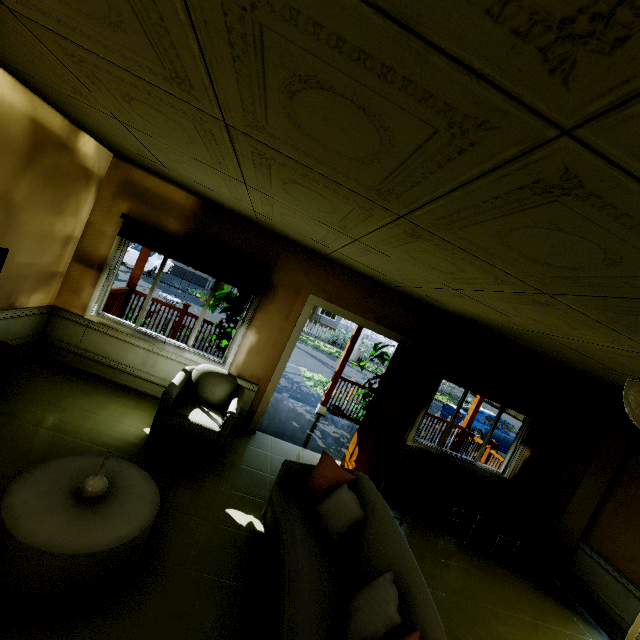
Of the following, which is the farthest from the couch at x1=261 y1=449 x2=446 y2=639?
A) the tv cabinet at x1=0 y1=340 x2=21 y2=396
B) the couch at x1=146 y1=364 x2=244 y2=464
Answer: the tv cabinet at x1=0 y1=340 x2=21 y2=396

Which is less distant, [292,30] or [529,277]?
[292,30]

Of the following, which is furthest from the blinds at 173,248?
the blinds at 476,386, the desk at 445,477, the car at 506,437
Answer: the car at 506,437

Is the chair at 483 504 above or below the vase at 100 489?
above

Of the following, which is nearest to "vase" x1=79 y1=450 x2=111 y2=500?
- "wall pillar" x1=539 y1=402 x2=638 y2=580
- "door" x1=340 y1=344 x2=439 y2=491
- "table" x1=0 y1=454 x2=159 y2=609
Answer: "table" x1=0 y1=454 x2=159 y2=609

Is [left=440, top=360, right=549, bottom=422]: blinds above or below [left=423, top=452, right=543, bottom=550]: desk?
above

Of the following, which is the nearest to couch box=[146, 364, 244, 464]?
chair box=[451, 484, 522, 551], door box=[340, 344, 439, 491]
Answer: door box=[340, 344, 439, 491]

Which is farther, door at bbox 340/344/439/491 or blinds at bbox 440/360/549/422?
blinds at bbox 440/360/549/422
